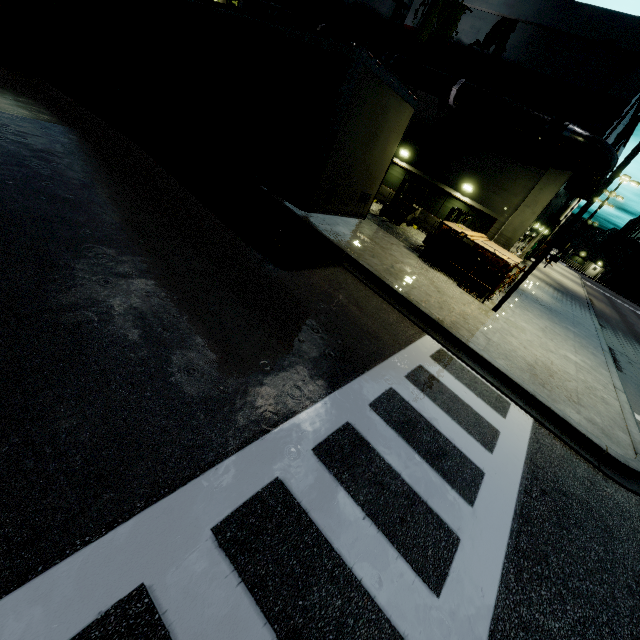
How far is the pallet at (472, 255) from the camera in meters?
12.4 m

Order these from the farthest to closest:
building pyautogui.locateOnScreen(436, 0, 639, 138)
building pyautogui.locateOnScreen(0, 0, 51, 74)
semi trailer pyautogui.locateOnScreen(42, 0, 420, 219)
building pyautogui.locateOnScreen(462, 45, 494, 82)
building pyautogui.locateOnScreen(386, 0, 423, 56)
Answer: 1. building pyautogui.locateOnScreen(386, 0, 423, 56)
2. building pyautogui.locateOnScreen(462, 45, 494, 82)
3. building pyautogui.locateOnScreen(436, 0, 639, 138)
4. building pyautogui.locateOnScreen(0, 0, 51, 74)
5. semi trailer pyautogui.locateOnScreen(42, 0, 420, 219)

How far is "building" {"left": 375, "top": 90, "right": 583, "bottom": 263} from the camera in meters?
15.6

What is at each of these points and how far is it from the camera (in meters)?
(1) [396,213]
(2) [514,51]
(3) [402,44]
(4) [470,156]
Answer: (1) forklift, 16.84
(2) building, 15.28
(3) building, 18.00
(4) building, 17.16

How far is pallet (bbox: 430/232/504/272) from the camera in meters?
12.4

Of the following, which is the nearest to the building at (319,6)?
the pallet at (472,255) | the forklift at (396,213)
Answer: the forklift at (396,213)

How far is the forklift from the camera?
16.5 meters

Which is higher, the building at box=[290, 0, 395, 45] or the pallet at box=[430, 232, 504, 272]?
the building at box=[290, 0, 395, 45]
